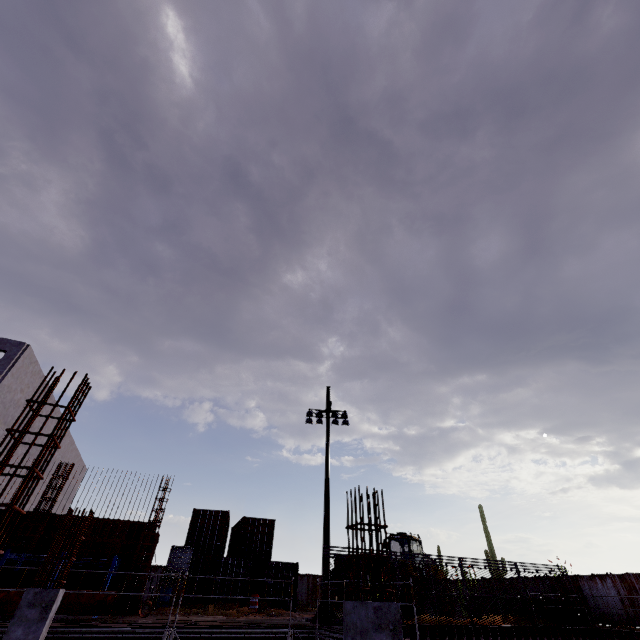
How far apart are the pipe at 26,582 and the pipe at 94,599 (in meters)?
0.28

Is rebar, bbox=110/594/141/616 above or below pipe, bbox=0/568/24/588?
below

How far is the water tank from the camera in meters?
17.6 m

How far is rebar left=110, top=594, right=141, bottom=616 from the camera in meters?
14.0

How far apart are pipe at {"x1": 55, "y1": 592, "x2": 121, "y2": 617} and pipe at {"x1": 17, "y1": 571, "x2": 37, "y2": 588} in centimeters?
28cm

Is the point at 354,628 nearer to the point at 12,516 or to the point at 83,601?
the point at 12,516

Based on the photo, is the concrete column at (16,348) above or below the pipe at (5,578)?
above
